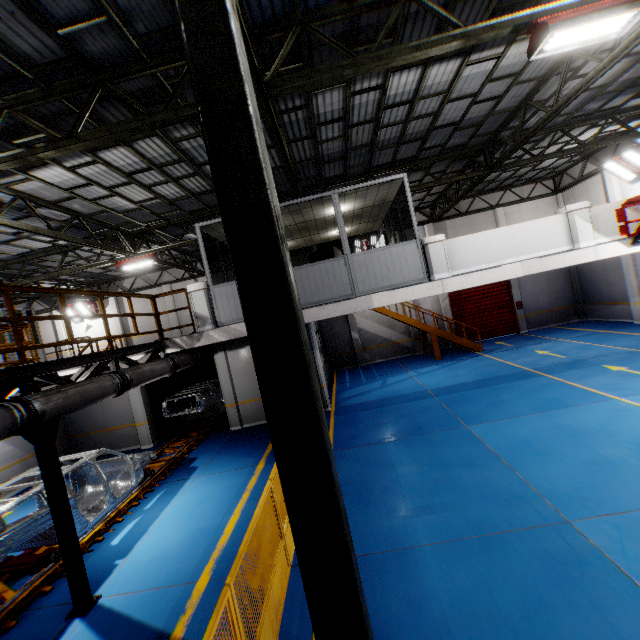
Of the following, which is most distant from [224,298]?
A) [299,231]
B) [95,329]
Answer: [95,329]

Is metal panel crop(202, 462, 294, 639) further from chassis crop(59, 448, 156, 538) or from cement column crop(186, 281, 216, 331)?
chassis crop(59, 448, 156, 538)

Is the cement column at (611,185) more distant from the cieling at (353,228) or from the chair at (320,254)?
the chair at (320,254)

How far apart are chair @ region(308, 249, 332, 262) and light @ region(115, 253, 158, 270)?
8.1 meters

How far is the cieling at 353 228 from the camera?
9.1m

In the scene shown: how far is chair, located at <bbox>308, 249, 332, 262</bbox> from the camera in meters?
9.0 m

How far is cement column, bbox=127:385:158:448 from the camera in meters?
13.3 m

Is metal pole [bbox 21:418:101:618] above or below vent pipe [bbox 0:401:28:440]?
below
